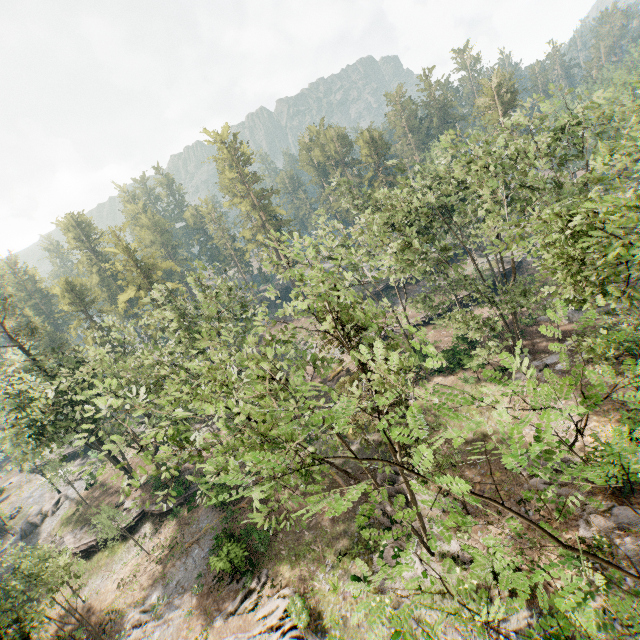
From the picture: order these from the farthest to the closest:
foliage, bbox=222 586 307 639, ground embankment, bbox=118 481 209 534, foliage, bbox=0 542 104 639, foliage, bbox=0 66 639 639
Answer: ground embankment, bbox=118 481 209 534
foliage, bbox=0 542 104 639
foliage, bbox=222 586 307 639
foliage, bbox=0 66 639 639

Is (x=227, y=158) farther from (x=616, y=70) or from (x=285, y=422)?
(x=616, y=70)

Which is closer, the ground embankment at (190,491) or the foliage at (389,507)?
the foliage at (389,507)

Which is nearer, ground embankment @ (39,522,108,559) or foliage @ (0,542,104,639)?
foliage @ (0,542,104,639)

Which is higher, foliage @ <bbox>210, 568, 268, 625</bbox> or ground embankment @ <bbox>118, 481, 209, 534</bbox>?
ground embankment @ <bbox>118, 481, 209, 534</bbox>

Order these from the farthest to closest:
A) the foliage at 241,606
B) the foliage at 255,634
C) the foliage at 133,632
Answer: the foliage at 133,632, the foliage at 241,606, the foliage at 255,634

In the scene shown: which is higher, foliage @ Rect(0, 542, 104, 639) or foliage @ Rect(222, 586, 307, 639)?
foliage @ Rect(0, 542, 104, 639)

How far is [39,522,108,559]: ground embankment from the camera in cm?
3306
